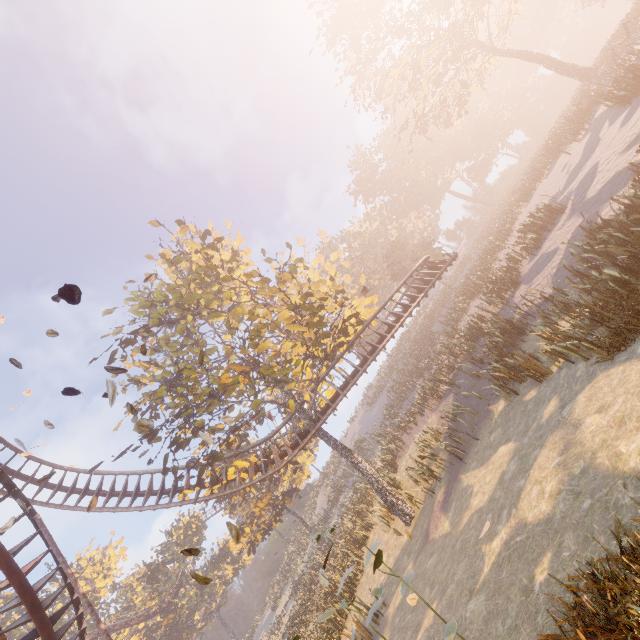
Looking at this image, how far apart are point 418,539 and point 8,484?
15.8m

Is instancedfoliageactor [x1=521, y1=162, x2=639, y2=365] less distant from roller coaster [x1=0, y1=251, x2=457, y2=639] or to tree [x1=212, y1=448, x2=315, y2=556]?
tree [x1=212, y1=448, x2=315, y2=556]

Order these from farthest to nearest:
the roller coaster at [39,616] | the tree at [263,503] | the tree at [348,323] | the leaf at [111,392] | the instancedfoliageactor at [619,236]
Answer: the tree at [263,503]
the tree at [348,323]
the roller coaster at [39,616]
the instancedfoliageactor at [619,236]
the leaf at [111,392]

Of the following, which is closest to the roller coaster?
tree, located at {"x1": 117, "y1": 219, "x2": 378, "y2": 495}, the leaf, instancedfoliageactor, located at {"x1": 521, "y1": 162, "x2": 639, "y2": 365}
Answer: tree, located at {"x1": 117, "y1": 219, "x2": 378, "y2": 495}

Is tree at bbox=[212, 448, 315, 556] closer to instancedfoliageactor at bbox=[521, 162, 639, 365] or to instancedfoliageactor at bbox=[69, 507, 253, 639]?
instancedfoliageactor at bbox=[521, 162, 639, 365]

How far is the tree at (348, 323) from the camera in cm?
1455

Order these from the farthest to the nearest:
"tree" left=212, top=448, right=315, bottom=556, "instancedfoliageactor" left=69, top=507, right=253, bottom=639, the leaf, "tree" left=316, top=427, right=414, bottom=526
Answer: "instancedfoliageactor" left=69, top=507, right=253, bottom=639 → "tree" left=212, top=448, right=315, bottom=556 → "tree" left=316, top=427, right=414, bottom=526 → the leaf

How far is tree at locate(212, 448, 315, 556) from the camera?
30.61m
